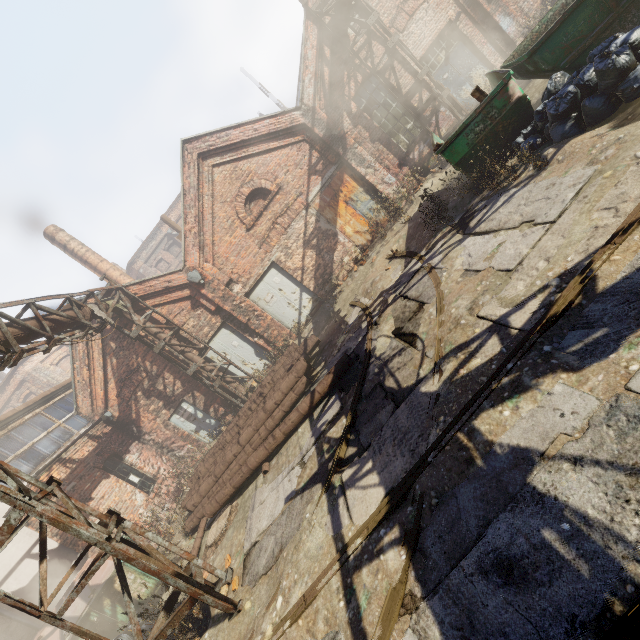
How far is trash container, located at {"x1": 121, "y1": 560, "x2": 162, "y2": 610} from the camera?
6.83m

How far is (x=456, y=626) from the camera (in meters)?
2.29

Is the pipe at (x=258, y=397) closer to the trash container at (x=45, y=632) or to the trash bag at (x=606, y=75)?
the trash container at (x=45, y=632)

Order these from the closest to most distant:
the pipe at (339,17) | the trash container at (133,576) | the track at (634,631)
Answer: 1. the track at (634,631)
2. the trash container at (133,576)
3. the pipe at (339,17)

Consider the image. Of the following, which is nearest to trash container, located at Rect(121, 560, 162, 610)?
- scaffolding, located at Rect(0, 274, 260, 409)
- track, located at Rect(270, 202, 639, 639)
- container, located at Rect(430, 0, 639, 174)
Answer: track, located at Rect(270, 202, 639, 639)

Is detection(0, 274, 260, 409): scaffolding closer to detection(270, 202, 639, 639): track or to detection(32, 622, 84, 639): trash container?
detection(270, 202, 639, 639): track

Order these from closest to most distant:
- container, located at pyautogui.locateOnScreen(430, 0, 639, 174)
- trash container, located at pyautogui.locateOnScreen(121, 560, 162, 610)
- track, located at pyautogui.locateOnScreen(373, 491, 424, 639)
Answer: track, located at pyautogui.locateOnScreen(373, 491, 424, 639)
container, located at pyautogui.locateOnScreen(430, 0, 639, 174)
trash container, located at pyautogui.locateOnScreen(121, 560, 162, 610)

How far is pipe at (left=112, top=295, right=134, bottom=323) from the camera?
10.6 meters
